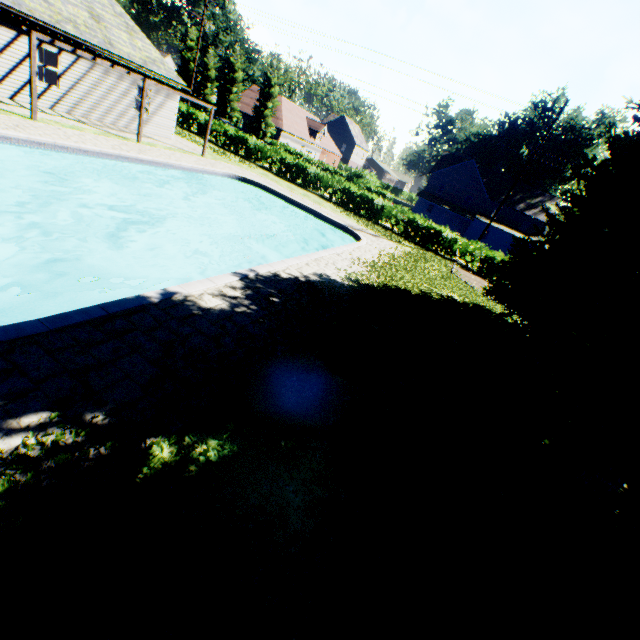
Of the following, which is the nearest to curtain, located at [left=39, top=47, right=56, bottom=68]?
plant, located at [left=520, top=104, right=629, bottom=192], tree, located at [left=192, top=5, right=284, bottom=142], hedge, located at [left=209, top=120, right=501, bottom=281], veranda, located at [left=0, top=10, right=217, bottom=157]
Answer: veranda, located at [left=0, top=10, right=217, bottom=157]

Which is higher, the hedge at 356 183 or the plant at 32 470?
the hedge at 356 183

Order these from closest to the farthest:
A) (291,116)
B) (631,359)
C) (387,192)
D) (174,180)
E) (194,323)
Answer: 1. (631,359)
2. (194,323)
3. (174,180)
4. (387,192)
5. (291,116)

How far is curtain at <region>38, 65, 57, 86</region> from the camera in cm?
1522

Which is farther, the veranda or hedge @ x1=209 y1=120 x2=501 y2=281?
hedge @ x1=209 y1=120 x2=501 y2=281

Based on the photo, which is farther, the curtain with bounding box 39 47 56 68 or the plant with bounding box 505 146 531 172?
the plant with bounding box 505 146 531 172

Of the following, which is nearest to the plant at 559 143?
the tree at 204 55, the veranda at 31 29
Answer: the tree at 204 55

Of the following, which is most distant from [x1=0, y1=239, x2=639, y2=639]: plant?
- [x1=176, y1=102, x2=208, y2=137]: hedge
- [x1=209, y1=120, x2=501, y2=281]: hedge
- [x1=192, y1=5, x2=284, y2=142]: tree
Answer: [x1=176, y1=102, x2=208, y2=137]: hedge
